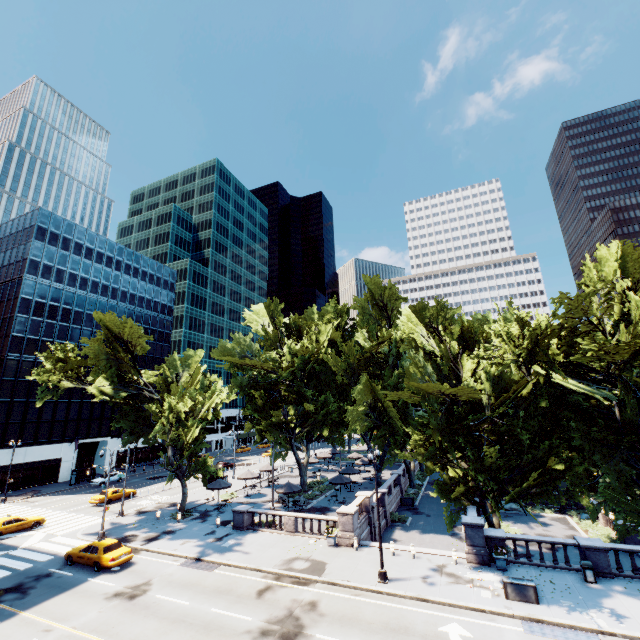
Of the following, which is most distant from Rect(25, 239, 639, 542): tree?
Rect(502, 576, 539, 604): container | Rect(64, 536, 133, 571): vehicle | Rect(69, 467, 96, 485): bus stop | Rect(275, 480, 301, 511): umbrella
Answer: Rect(69, 467, 96, 485): bus stop

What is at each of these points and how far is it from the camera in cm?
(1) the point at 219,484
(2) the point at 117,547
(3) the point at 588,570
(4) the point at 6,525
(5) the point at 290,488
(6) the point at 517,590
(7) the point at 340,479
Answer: (1) umbrella, 3534
(2) vehicle, 2311
(3) garbage can, 1838
(4) vehicle, 2909
(5) umbrella, 3256
(6) container, 1694
(7) umbrella, 3575

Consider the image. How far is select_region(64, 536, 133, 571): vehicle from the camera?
21.92m

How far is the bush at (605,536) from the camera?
26.99m

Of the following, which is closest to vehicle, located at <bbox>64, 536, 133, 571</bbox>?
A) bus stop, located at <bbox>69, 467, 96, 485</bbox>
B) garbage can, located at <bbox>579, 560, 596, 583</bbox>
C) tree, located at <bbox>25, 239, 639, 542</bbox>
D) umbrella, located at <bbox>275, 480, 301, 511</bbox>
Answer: tree, located at <bbox>25, 239, 639, 542</bbox>

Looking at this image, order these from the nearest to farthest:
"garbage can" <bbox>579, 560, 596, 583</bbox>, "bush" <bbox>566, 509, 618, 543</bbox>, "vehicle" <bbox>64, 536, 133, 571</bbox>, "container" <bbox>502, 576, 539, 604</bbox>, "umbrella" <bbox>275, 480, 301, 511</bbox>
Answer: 1. "container" <bbox>502, 576, 539, 604</bbox>
2. "garbage can" <bbox>579, 560, 596, 583</bbox>
3. "vehicle" <bbox>64, 536, 133, 571</bbox>
4. "bush" <bbox>566, 509, 618, 543</bbox>
5. "umbrella" <bbox>275, 480, 301, 511</bbox>

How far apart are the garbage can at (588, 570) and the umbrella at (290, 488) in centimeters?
2234cm

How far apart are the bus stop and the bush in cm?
6428
